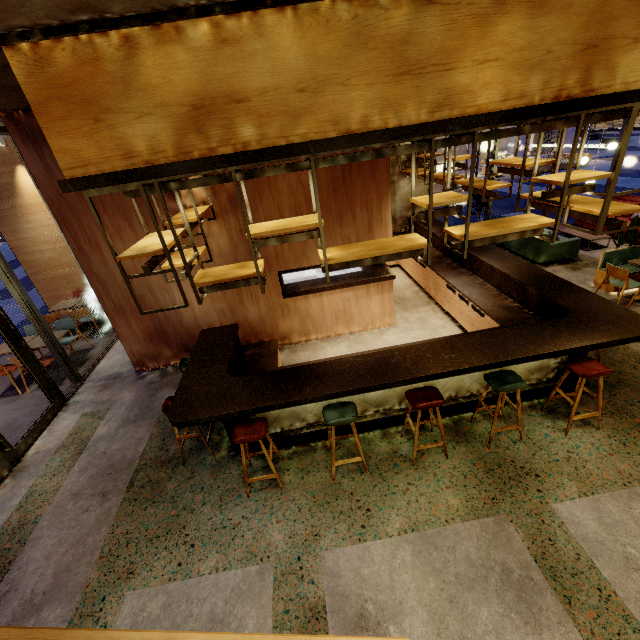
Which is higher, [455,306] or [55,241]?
[55,241]

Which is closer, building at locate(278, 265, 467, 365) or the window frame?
the window frame

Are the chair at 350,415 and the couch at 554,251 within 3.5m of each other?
no

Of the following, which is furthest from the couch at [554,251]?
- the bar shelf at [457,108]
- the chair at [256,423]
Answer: the chair at [256,423]

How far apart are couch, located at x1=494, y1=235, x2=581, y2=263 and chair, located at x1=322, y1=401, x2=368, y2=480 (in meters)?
7.22

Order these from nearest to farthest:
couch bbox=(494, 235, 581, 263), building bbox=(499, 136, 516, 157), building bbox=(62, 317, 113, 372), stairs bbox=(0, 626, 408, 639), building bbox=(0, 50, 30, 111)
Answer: stairs bbox=(0, 626, 408, 639) < building bbox=(0, 50, 30, 111) < building bbox=(62, 317, 113, 372) < couch bbox=(494, 235, 581, 263) < building bbox=(499, 136, 516, 157)

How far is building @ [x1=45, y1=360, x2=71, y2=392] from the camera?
6.6 meters

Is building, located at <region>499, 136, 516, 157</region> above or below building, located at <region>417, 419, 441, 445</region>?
above
